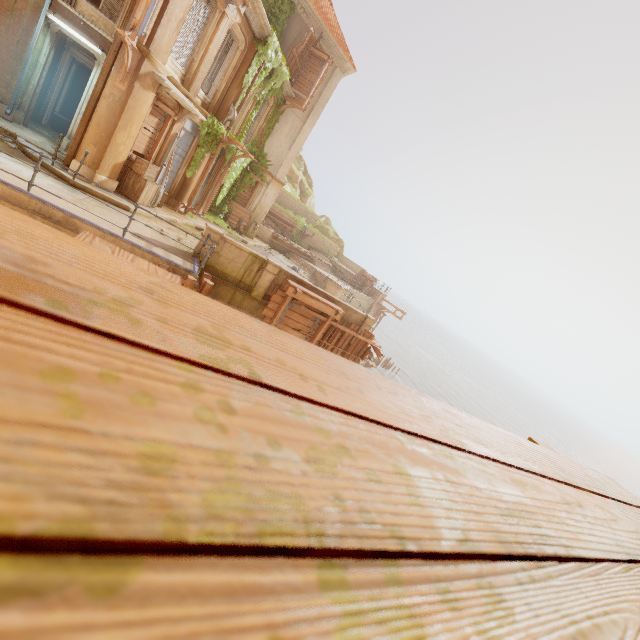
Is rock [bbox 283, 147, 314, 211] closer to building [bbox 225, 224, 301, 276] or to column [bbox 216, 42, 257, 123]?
building [bbox 225, 224, 301, 276]

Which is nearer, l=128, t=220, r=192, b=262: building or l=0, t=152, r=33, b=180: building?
l=0, t=152, r=33, b=180: building

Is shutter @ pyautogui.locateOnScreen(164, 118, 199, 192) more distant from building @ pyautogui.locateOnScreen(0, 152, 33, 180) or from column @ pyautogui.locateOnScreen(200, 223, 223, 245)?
column @ pyautogui.locateOnScreen(200, 223, 223, 245)

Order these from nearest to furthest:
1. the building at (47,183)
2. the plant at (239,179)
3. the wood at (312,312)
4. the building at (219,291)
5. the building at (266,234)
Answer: the building at (219,291) → the building at (47,183) → the wood at (312,312) → the plant at (239,179) → the building at (266,234)

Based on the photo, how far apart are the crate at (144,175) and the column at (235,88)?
4.3 meters

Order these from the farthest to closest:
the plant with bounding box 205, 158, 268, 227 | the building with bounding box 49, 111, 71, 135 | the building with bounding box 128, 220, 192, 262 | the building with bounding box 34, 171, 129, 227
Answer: the plant with bounding box 205, 158, 268, 227
the building with bounding box 49, 111, 71, 135
the building with bounding box 128, 220, 192, 262
the building with bounding box 34, 171, 129, 227

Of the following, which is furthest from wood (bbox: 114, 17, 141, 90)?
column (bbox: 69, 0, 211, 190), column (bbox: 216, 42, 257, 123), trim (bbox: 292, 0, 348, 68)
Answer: trim (bbox: 292, 0, 348, 68)

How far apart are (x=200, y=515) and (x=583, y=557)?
0.56m
